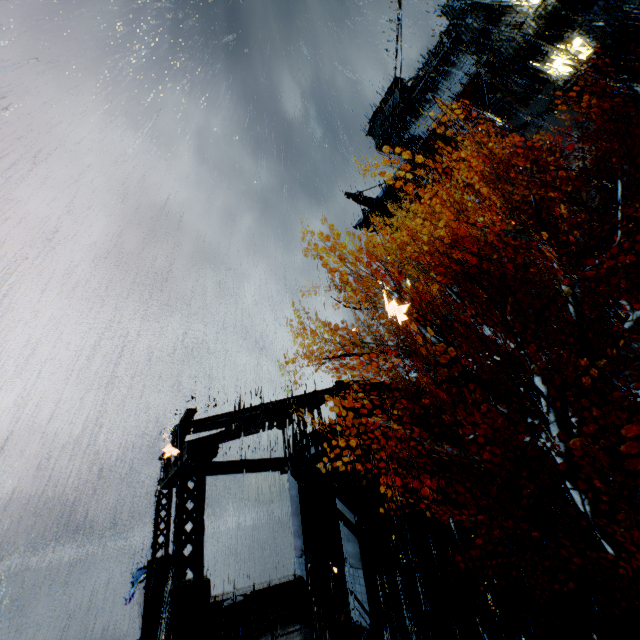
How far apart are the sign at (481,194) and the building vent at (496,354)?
11.4m

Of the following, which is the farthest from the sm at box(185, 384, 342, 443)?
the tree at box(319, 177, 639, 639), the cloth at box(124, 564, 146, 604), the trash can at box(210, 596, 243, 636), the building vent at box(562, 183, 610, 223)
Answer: the building vent at box(562, 183, 610, 223)

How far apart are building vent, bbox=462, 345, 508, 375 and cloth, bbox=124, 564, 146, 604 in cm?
2894

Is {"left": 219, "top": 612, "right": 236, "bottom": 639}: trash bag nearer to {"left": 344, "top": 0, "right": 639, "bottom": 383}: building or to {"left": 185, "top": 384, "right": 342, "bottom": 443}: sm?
{"left": 344, "top": 0, "right": 639, "bottom": 383}: building

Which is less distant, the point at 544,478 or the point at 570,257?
the point at 544,478

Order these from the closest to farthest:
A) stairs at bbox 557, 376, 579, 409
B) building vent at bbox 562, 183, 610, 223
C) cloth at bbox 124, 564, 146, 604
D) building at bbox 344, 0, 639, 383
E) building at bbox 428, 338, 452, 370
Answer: stairs at bbox 557, 376, 579, 409 → cloth at bbox 124, 564, 146, 604 → building at bbox 344, 0, 639, 383 → building vent at bbox 562, 183, 610, 223 → building at bbox 428, 338, 452, 370

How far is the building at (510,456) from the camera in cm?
1758

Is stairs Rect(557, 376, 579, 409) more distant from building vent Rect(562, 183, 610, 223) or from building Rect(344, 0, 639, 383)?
building vent Rect(562, 183, 610, 223)
